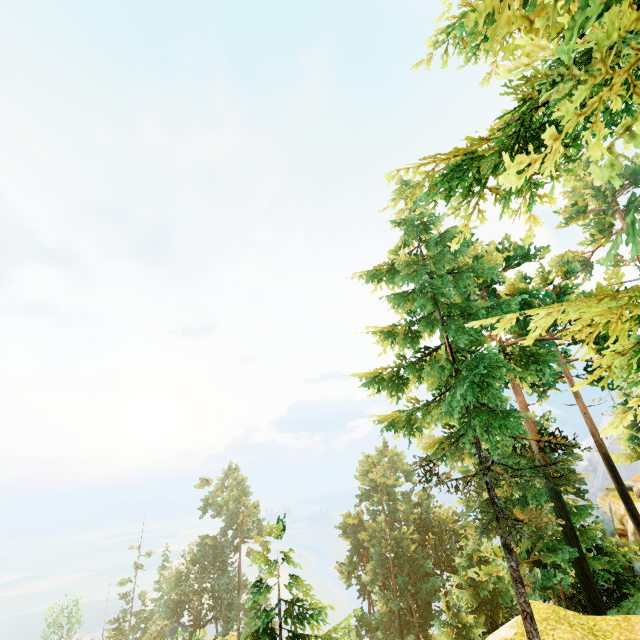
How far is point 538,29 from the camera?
1.6m
